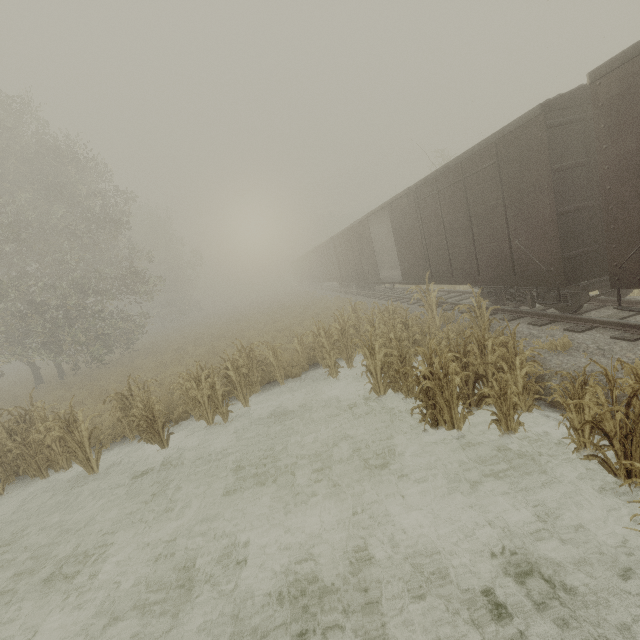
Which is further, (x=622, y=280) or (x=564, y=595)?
(x=622, y=280)
